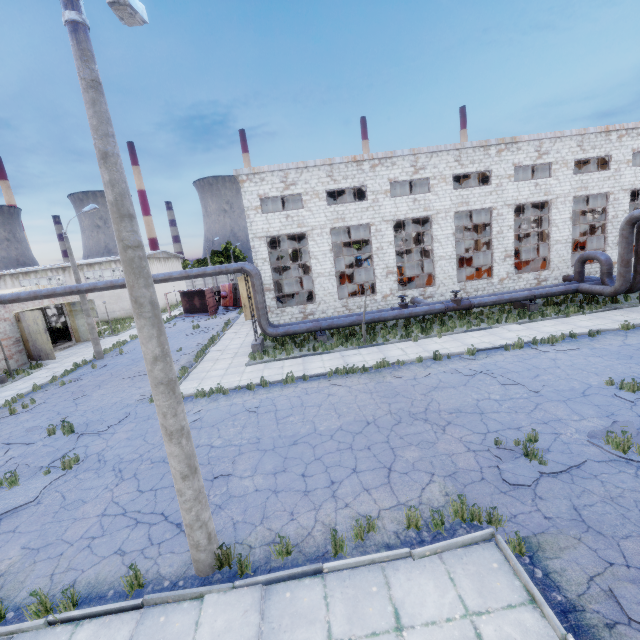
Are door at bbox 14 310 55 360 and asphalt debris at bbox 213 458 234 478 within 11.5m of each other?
no

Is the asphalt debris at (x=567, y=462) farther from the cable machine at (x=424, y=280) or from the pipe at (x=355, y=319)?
the cable machine at (x=424, y=280)

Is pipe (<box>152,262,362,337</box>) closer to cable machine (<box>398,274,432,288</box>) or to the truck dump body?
cable machine (<box>398,274,432,288</box>)

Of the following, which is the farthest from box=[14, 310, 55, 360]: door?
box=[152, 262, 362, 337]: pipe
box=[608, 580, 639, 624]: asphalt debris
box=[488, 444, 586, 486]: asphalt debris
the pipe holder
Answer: box=[608, 580, 639, 624]: asphalt debris

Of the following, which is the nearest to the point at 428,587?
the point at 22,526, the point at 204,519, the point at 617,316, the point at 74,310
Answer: the point at 204,519

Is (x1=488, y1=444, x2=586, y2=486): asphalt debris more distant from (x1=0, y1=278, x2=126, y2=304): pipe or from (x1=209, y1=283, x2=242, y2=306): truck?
(x1=209, y1=283, x2=242, y2=306): truck

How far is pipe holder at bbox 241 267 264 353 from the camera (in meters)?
18.61

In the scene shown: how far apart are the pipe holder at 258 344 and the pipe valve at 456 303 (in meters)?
11.17
